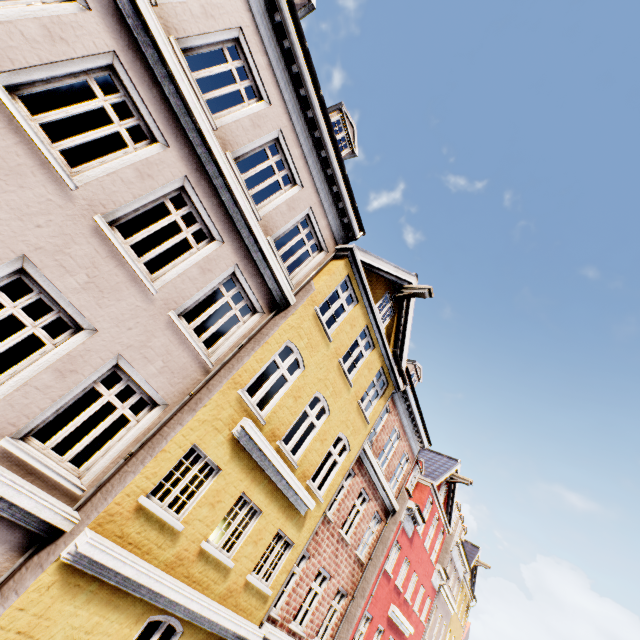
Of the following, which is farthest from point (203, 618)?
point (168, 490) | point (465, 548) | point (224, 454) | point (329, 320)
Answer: point (465, 548)
